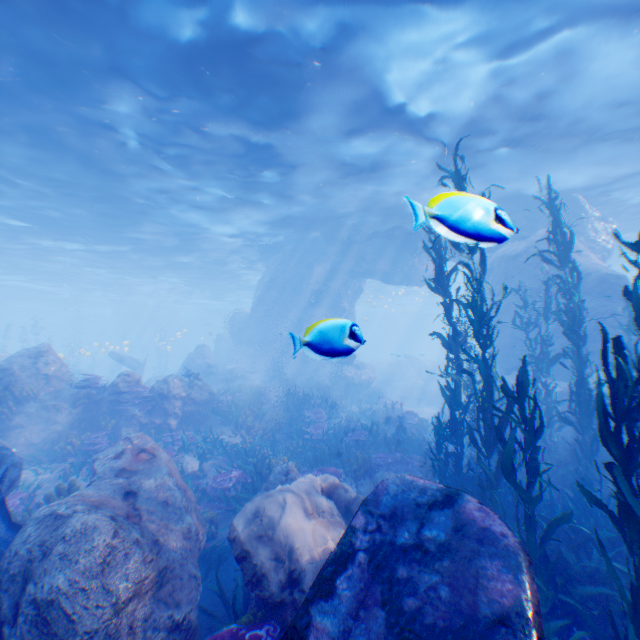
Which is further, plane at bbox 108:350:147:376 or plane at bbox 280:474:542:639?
plane at bbox 108:350:147:376

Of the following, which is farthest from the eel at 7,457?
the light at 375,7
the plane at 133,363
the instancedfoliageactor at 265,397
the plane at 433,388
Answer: the plane at 433,388

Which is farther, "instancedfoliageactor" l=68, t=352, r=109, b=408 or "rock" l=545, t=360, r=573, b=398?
"rock" l=545, t=360, r=573, b=398

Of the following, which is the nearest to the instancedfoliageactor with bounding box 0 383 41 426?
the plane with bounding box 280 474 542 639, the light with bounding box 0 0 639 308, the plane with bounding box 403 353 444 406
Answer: the plane with bounding box 280 474 542 639

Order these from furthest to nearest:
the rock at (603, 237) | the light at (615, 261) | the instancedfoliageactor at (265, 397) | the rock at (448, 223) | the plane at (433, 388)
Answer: the plane at (433, 388), the light at (615, 261), the rock at (603, 237), the instancedfoliageactor at (265, 397), the rock at (448, 223)

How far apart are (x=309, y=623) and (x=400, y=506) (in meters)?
1.45

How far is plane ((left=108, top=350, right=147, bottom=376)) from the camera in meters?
25.2 m

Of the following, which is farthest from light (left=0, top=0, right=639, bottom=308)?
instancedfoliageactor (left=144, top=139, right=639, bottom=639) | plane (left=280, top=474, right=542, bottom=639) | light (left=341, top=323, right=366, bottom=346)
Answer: light (left=341, top=323, right=366, bottom=346)
